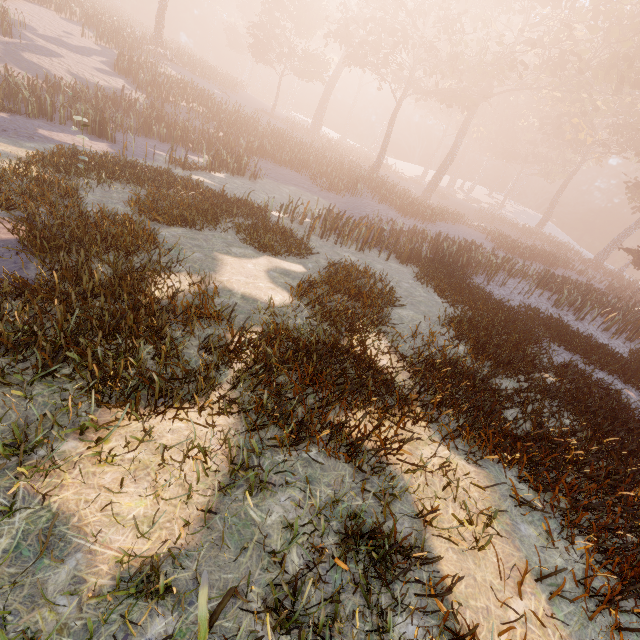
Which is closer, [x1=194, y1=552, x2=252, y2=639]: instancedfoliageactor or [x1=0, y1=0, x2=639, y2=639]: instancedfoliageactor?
[x1=194, y1=552, x2=252, y2=639]: instancedfoliageactor

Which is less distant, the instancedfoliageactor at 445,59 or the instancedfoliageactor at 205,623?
the instancedfoliageactor at 205,623

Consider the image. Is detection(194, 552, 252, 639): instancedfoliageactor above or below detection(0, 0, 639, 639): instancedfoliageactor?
below

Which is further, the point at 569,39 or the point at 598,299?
the point at 569,39

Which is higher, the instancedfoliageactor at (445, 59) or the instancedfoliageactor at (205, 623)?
the instancedfoliageactor at (445, 59)
